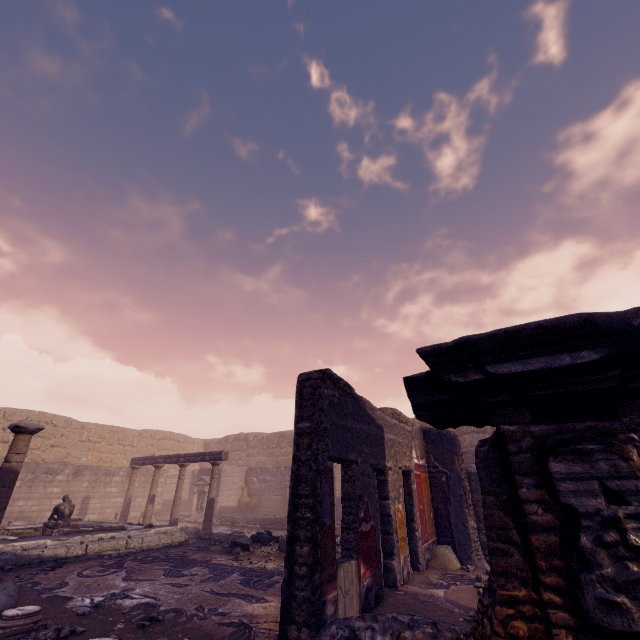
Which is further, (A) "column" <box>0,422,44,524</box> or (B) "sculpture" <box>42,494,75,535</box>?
(B) "sculpture" <box>42,494,75,535</box>

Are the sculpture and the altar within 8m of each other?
yes

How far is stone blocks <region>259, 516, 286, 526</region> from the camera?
13.6m

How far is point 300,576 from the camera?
3.4 meters

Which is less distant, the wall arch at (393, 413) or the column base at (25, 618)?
the column base at (25, 618)

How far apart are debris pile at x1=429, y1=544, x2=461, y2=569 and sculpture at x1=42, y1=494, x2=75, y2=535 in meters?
10.3

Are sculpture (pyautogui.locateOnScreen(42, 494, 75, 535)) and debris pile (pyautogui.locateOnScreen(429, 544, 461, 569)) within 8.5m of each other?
no

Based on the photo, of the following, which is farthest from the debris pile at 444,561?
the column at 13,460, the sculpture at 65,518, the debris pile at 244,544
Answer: the sculpture at 65,518
